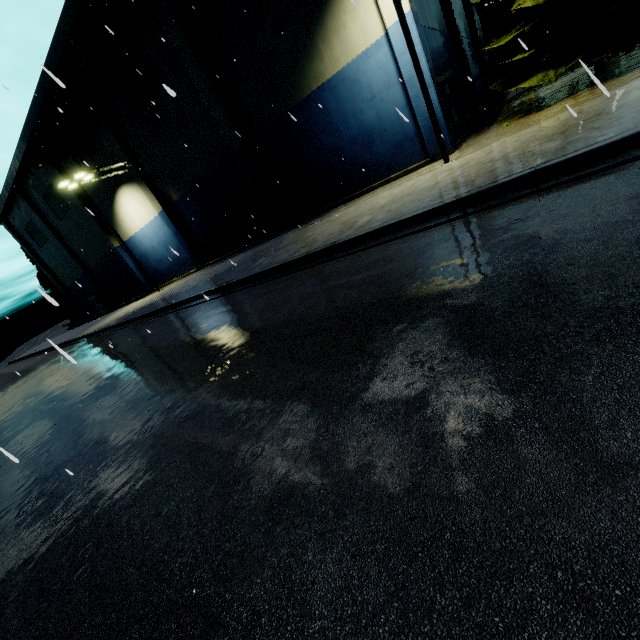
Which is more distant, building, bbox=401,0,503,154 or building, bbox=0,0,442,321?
building, bbox=0,0,442,321

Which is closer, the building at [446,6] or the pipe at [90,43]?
the building at [446,6]

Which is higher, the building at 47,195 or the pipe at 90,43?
the pipe at 90,43

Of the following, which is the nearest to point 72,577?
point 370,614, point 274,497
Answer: point 274,497

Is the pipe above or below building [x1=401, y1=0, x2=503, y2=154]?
above

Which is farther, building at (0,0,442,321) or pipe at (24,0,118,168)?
pipe at (24,0,118,168)

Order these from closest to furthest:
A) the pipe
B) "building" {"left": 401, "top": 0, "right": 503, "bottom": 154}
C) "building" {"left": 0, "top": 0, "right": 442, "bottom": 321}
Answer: "building" {"left": 401, "top": 0, "right": 503, "bottom": 154}, "building" {"left": 0, "top": 0, "right": 442, "bottom": 321}, the pipe
